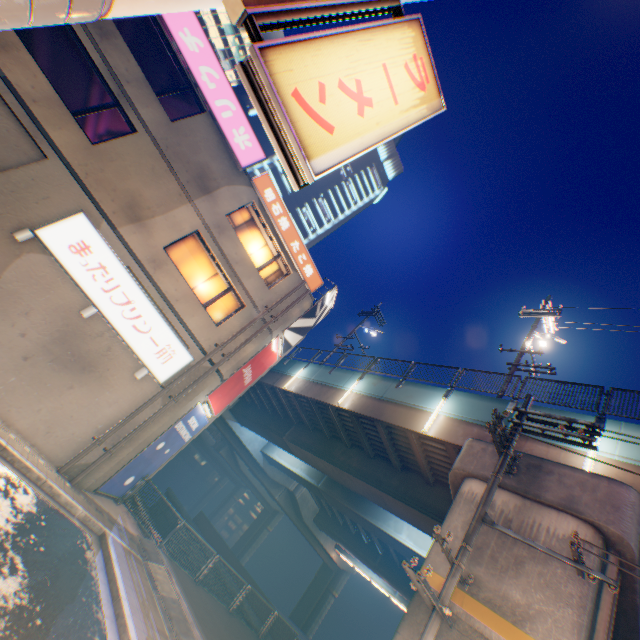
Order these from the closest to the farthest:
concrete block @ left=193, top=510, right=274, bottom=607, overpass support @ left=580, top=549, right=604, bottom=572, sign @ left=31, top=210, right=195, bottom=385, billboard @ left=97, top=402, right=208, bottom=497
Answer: overpass support @ left=580, top=549, right=604, bottom=572 < sign @ left=31, top=210, right=195, bottom=385 < billboard @ left=97, top=402, right=208, bottom=497 < concrete block @ left=193, top=510, right=274, bottom=607

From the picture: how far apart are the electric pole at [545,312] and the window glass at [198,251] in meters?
13.1

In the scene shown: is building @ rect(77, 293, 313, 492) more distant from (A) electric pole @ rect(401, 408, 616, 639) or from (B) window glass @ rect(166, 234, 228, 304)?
(A) electric pole @ rect(401, 408, 616, 639)

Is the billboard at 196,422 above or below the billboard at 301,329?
below

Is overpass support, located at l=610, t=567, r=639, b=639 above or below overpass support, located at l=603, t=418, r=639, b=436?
below

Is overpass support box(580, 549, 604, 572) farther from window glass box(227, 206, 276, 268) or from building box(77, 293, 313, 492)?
window glass box(227, 206, 276, 268)

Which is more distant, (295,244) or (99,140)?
(295,244)

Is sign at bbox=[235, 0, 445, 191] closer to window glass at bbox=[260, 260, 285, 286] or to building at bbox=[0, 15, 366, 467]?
building at bbox=[0, 15, 366, 467]
